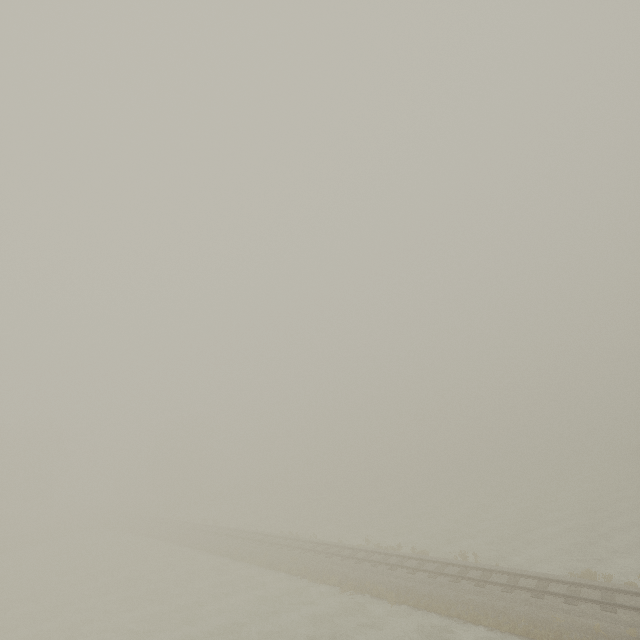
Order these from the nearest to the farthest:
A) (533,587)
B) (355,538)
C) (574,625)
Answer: (574,625) → (533,587) → (355,538)
